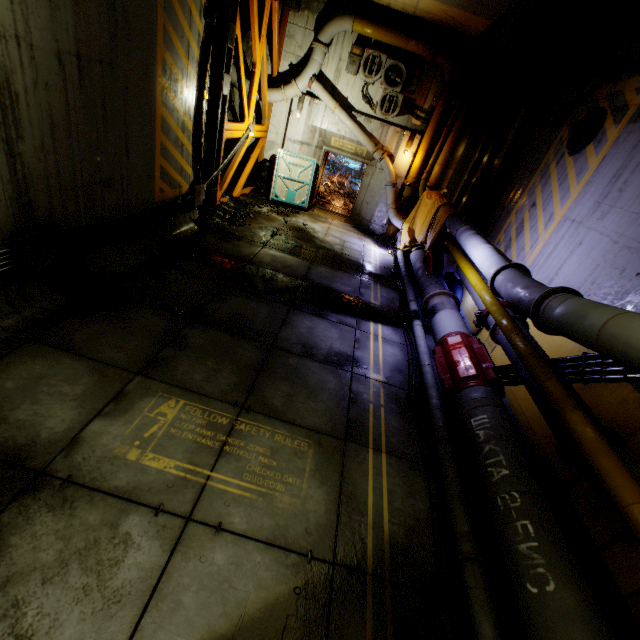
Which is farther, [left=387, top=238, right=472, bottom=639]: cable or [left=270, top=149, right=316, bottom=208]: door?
[left=270, top=149, right=316, bottom=208]: door

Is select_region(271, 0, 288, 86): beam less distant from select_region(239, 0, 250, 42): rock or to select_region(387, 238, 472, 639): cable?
select_region(239, 0, 250, 42): rock

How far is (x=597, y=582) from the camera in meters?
3.5 m

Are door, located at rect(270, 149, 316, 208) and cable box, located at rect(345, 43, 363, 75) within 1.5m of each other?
no

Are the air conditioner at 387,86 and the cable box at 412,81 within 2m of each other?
yes

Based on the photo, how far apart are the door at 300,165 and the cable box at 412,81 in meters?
4.0

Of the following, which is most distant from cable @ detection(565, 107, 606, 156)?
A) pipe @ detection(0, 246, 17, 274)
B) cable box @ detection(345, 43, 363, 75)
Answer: pipe @ detection(0, 246, 17, 274)

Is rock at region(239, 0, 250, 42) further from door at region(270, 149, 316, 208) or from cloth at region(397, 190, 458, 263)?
cloth at region(397, 190, 458, 263)
